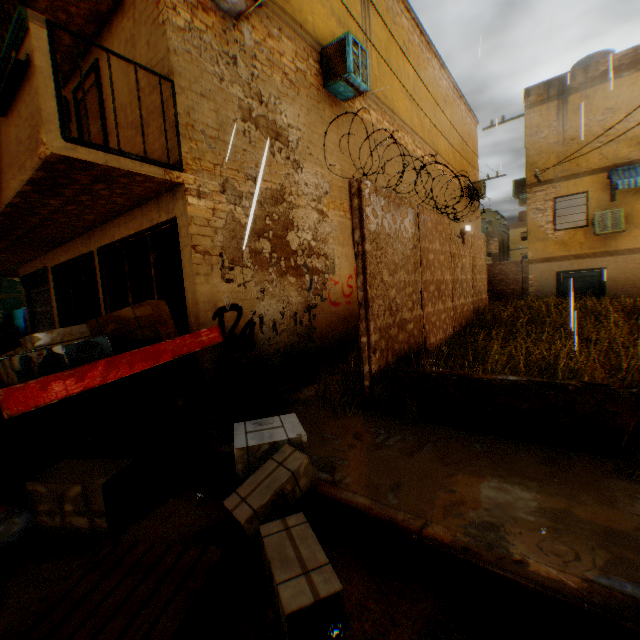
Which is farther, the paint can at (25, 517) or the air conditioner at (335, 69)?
the air conditioner at (335, 69)

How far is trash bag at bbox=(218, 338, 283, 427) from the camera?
4.5 meters

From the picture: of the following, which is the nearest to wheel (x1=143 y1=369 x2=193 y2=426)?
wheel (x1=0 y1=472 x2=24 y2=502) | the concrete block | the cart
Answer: the cart

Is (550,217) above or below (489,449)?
above

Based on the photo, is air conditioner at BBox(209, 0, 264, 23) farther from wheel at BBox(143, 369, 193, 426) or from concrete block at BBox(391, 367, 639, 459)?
wheel at BBox(143, 369, 193, 426)

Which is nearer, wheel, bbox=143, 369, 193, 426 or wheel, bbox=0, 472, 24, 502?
wheel, bbox=0, 472, 24, 502

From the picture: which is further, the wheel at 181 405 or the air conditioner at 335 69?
the air conditioner at 335 69

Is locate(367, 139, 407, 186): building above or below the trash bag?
above
